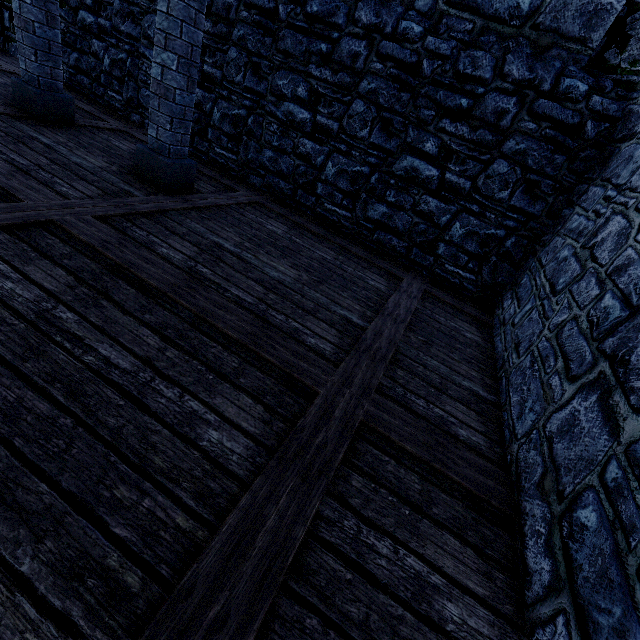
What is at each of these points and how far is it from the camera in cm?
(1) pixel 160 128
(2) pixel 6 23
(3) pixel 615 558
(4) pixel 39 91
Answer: (1) pillar, 392
(2) building tower, 767
(3) building tower, 126
(4) pillar, 450

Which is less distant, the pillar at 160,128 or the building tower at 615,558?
the building tower at 615,558

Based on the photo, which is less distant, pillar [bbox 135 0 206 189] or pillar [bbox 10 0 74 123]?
pillar [bbox 135 0 206 189]

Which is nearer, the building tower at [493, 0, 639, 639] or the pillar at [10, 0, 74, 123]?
the building tower at [493, 0, 639, 639]

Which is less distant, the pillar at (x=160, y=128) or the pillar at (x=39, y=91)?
the pillar at (x=160, y=128)

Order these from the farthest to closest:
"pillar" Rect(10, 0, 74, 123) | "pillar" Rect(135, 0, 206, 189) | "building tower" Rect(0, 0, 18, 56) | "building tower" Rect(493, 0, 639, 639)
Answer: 1. "building tower" Rect(0, 0, 18, 56)
2. "pillar" Rect(10, 0, 74, 123)
3. "pillar" Rect(135, 0, 206, 189)
4. "building tower" Rect(493, 0, 639, 639)

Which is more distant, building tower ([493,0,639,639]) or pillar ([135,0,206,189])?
pillar ([135,0,206,189])

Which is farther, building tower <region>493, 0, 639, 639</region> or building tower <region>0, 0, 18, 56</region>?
building tower <region>0, 0, 18, 56</region>
